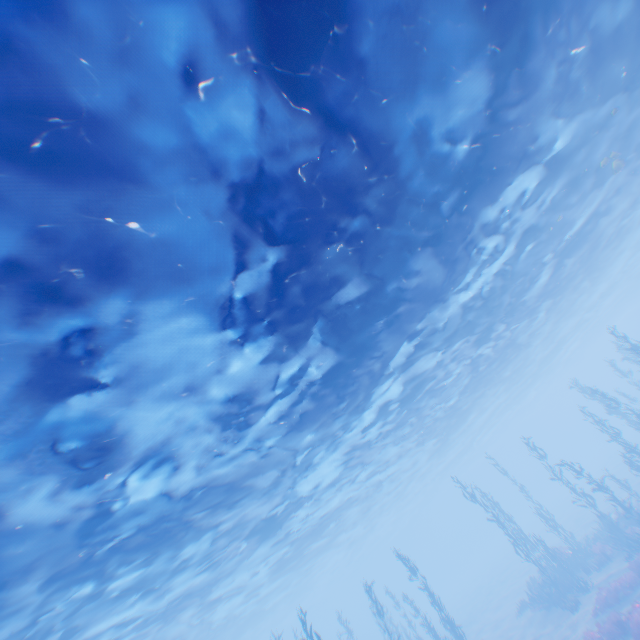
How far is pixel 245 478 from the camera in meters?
14.6 m
